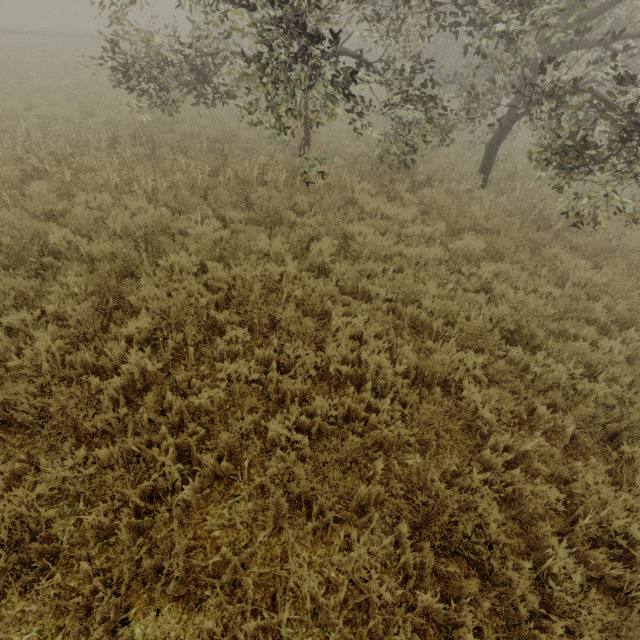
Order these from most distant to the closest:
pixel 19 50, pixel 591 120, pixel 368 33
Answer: pixel 19 50 < pixel 368 33 < pixel 591 120
